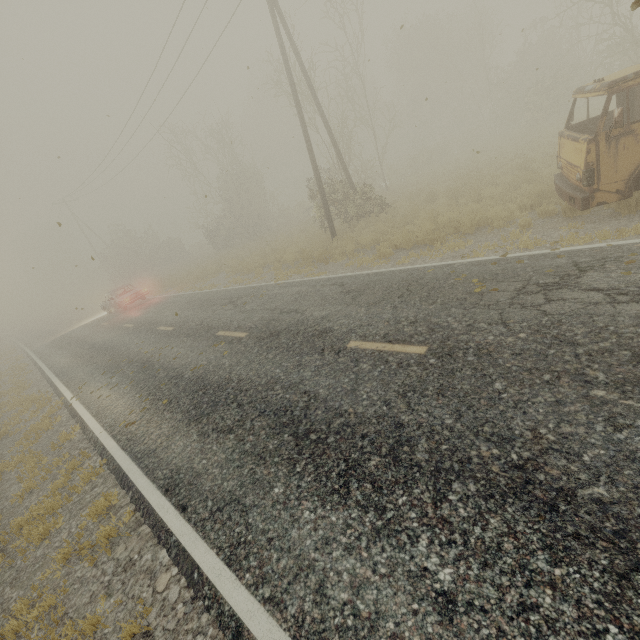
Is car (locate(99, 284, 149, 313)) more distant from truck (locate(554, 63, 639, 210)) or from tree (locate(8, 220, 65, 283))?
truck (locate(554, 63, 639, 210))

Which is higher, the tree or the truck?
the tree

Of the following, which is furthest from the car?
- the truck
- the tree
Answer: the truck

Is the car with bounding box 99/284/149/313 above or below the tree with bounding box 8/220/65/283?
below

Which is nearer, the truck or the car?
the truck

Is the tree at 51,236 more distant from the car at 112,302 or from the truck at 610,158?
the truck at 610,158

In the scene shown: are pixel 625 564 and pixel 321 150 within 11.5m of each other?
no

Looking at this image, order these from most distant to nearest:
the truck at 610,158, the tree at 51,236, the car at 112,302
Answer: the tree at 51,236
the car at 112,302
the truck at 610,158
